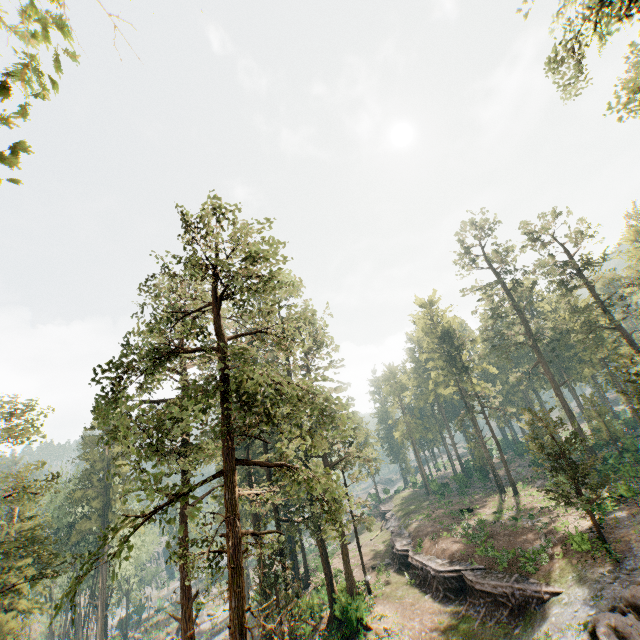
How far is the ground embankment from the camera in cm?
2177

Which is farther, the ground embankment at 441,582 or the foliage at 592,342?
the foliage at 592,342

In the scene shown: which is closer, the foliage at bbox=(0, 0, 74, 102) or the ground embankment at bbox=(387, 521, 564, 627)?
the foliage at bbox=(0, 0, 74, 102)

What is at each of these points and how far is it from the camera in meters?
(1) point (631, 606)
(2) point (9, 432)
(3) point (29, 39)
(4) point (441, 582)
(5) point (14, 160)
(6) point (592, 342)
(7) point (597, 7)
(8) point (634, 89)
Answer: (1) foliage, 16.4
(2) foliage, 19.8
(3) foliage, 4.2
(4) ground embankment, 27.2
(5) foliage, 5.2
(6) foliage, 45.4
(7) foliage, 14.1
(8) foliage, 10.3

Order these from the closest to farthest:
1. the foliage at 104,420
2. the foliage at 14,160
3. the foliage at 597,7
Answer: the foliage at 14,160, the foliage at 104,420, the foliage at 597,7

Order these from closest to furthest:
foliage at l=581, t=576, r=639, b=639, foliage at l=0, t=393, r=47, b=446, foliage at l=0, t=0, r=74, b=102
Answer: foliage at l=0, t=0, r=74, b=102, foliage at l=581, t=576, r=639, b=639, foliage at l=0, t=393, r=47, b=446

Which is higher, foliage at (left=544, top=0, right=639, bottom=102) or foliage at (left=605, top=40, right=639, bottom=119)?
foliage at (left=544, top=0, right=639, bottom=102)
